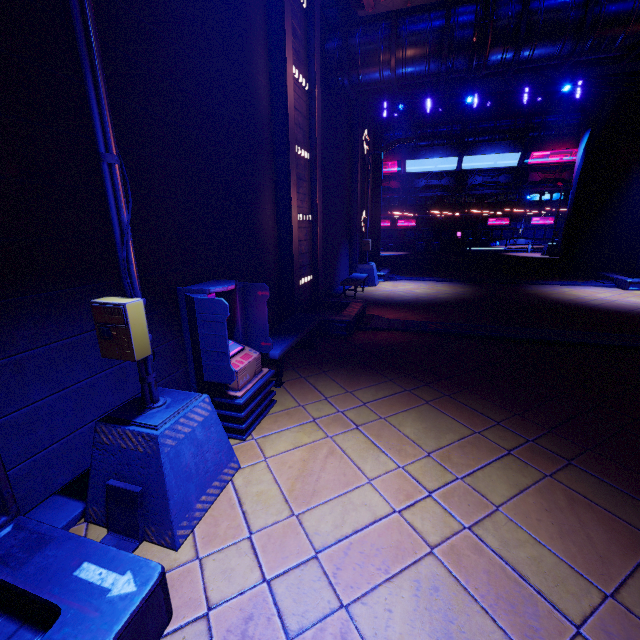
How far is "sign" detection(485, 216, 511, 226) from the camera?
41.4 meters

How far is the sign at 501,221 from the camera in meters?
41.4 m

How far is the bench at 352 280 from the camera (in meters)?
11.55

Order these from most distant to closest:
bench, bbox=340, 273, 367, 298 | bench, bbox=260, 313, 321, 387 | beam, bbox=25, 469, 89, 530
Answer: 1. bench, bbox=340, 273, 367, 298
2. bench, bbox=260, 313, 321, 387
3. beam, bbox=25, 469, 89, 530

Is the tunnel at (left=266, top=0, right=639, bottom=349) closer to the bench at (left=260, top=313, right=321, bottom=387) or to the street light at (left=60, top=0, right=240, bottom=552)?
the bench at (left=260, top=313, right=321, bottom=387)

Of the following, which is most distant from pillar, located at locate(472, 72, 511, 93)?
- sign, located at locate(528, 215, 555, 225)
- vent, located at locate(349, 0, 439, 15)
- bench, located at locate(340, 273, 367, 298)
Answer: sign, located at locate(528, 215, 555, 225)

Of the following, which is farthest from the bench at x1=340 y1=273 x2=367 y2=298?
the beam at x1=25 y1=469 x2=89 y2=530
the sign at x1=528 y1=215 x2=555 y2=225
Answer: the sign at x1=528 y1=215 x2=555 y2=225

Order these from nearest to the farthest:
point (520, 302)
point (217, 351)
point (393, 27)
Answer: point (217, 351)
point (393, 27)
point (520, 302)
